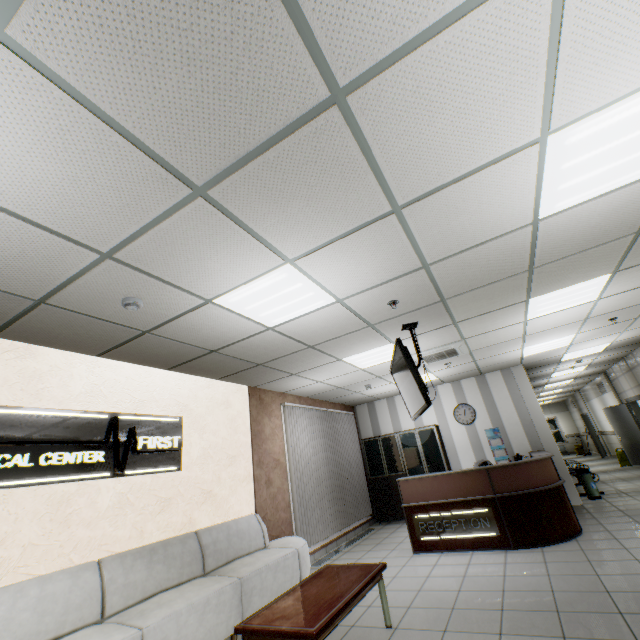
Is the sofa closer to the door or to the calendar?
the calendar

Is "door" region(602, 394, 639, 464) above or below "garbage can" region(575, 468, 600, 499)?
above

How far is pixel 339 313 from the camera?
3.98m

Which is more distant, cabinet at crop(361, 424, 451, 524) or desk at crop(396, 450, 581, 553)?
cabinet at crop(361, 424, 451, 524)

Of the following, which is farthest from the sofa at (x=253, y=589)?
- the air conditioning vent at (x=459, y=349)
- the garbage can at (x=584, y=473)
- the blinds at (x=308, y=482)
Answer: the garbage can at (x=584, y=473)

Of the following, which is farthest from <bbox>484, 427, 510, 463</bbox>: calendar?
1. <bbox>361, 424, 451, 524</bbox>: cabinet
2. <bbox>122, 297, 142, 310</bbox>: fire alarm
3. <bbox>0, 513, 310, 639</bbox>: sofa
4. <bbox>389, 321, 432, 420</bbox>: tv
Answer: <bbox>122, 297, 142, 310</bbox>: fire alarm

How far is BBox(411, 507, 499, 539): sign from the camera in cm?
525

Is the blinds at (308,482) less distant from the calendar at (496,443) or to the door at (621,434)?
the calendar at (496,443)
